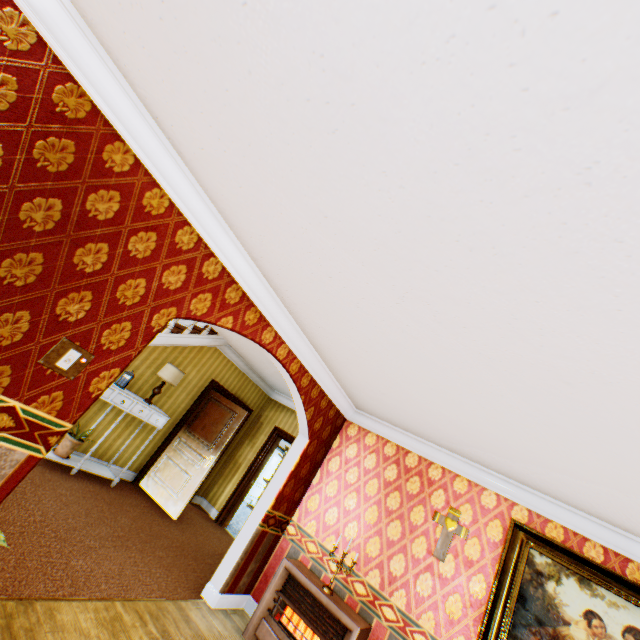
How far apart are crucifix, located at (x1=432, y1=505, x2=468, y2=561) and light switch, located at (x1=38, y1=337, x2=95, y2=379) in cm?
441

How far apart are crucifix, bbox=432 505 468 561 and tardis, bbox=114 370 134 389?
5.14m

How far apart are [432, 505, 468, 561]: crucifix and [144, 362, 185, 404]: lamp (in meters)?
4.77

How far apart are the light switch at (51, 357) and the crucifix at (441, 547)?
4.4 meters

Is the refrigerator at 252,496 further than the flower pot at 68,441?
Yes

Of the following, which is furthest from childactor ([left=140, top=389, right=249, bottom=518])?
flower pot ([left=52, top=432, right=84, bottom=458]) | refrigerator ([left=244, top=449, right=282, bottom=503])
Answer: refrigerator ([left=244, top=449, right=282, bottom=503])

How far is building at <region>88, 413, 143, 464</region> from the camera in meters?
5.7

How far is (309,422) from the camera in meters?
4.8
